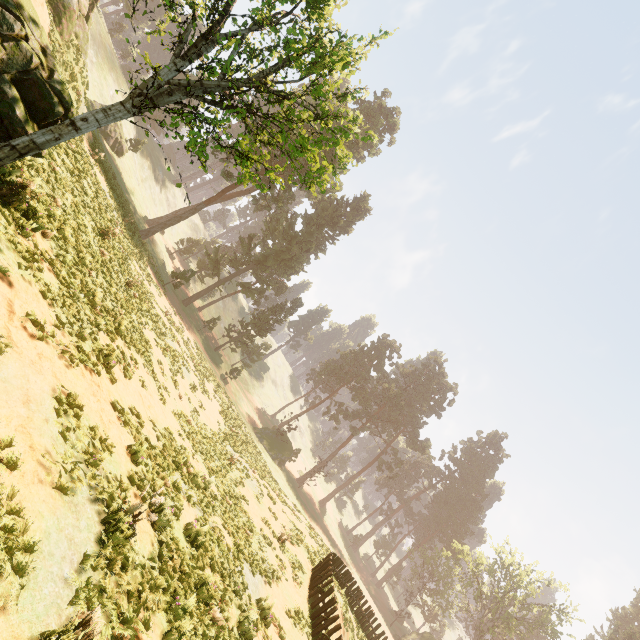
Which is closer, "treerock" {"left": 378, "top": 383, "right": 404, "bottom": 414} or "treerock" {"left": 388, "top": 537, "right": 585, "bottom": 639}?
"treerock" {"left": 388, "top": 537, "right": 585, "bottom": 639}

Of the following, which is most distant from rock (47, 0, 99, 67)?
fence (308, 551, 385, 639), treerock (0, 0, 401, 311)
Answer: fence (308, 551, 385, 639)

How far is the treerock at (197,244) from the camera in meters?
54.3 m

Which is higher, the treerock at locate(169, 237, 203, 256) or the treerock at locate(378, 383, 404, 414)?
the treerock at locate(378, 383, 404, 414)

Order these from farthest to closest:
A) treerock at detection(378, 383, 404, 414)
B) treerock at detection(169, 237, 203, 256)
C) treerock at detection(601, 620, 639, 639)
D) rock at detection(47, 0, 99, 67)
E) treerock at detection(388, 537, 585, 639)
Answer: treerock at detection(378, 383, 404, 414) → treerock at detection(169, 237, 203, 256) → treerock at detection(388, 537, 585, 639) → treerock at detection(601, 620, 639, 639) → rock at detection(47, 0, 99, 67)

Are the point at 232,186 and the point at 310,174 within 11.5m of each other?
no
